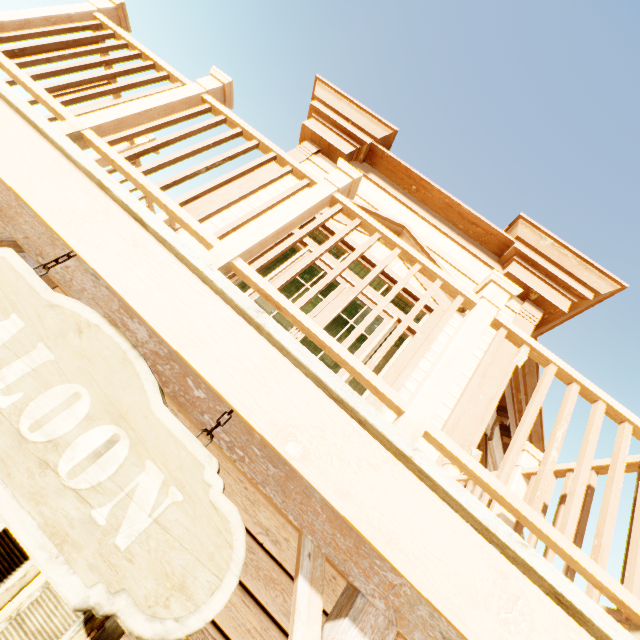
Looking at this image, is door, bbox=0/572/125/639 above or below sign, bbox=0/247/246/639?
below

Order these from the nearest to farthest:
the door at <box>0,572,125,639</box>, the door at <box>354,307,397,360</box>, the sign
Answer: the sign → the door at <box>0,572,125,639</box> → the door at <box>354,307,397,360</box>

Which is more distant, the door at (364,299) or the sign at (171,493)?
the door at (364,299)

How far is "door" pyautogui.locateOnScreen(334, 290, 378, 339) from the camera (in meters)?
3.76

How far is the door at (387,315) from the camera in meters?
3.6

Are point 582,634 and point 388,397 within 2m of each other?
yes

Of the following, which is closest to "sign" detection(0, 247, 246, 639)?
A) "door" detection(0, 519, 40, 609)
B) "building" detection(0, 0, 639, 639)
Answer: "building" detection(0, 0, 639, 639)
